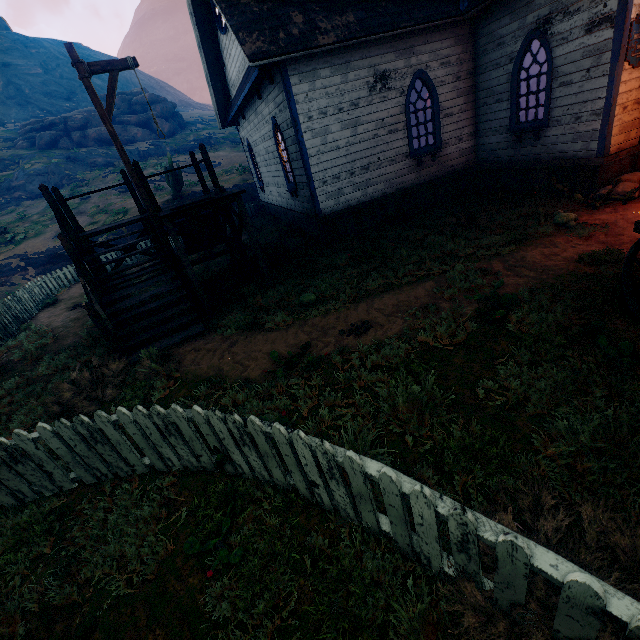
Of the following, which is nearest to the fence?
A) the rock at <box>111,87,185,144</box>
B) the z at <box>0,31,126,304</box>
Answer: the z at <box>0,31,126,304</box>

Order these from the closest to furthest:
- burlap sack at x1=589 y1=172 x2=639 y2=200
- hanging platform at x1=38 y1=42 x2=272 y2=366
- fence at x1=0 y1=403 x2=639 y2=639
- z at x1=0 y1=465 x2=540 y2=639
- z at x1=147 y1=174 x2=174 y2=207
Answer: fence at x1=0 y1=403 x2=639 y2=639 < z at x1=0 y1=465 x2=540 y2=639 < hanging platform at x1=38 y1=42 x2=272 y2=366 < burlap sack at x1=589 y1=172 x2=639 y2=200 < z at x1=147 y1=174 x2=174 y2=207

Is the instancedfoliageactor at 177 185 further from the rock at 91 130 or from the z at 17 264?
the rock at 91 130

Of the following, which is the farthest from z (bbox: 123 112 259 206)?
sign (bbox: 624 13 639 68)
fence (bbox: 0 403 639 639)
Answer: sign (bbox: 624 13 639 68)

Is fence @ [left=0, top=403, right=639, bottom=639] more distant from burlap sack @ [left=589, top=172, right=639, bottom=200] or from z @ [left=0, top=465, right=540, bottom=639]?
burlap sack @ [left=589, top=172, right=639, bottom=200]

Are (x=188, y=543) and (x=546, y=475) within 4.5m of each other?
yes

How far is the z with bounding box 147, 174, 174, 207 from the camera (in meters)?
20.22
